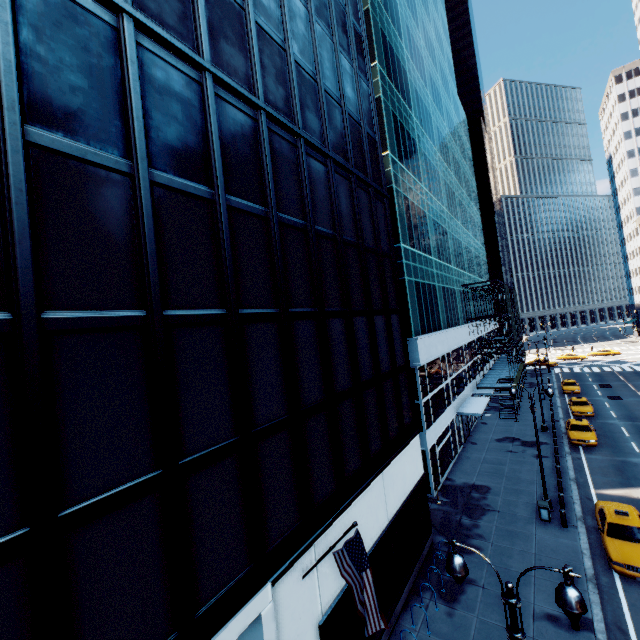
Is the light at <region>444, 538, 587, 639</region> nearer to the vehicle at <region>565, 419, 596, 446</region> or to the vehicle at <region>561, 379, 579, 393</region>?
the vehicle at <region>565, 419, 596, 446</region>

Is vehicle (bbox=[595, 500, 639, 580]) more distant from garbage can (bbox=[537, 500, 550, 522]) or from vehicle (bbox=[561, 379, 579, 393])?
vehicle (bbox=[561, 379, 579, 393])

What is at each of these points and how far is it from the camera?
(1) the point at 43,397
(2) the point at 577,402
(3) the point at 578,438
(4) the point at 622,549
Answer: (1) building, 4.9 meters
(2) vehicle, 35.2 meters
(3) vehicle, 27.0 meters
(4) vehicle, 14.5 meters

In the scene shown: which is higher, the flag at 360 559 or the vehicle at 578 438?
the flag at 360 559

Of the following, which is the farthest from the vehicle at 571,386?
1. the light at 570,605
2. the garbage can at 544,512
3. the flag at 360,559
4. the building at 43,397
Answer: the flag at 360,559

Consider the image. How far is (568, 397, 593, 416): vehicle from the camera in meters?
33.3

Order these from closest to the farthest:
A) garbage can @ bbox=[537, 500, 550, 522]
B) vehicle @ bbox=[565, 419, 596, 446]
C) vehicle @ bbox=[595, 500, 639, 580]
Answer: vehicle @ bbox=[595, 500, 639, 580]
garbage can @ bbox=[537, 500, 550, 522]
vehicle @ bbox=[565, 419, 596, 446]

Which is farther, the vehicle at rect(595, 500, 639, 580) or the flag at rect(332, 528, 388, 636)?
the vehicle at rect(595, 500, 639, 580)
